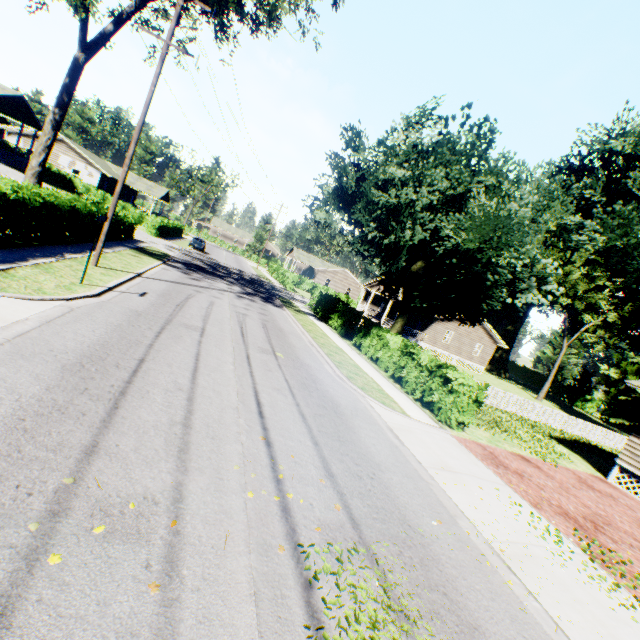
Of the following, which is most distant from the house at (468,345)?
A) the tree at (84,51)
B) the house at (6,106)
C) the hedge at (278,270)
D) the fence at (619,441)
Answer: the house at (6,106)

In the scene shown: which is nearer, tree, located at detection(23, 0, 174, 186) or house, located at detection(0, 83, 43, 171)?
tree, located at detection(23, 0, 174, 186)

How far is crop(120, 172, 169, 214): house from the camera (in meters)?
52.66

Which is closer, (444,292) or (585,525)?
(585,525)

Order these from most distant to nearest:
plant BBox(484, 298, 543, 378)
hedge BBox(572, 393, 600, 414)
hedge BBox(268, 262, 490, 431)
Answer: hedge BBox(572, 393, 600, 414) → plant BBox(484, 298, 543, 378) → hedge BBox(268, 262, 490, 431)

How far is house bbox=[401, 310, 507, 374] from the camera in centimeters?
3744cm

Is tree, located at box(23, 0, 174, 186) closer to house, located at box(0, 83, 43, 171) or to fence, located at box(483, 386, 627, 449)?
house, located at box(0, 83, 43, 171)

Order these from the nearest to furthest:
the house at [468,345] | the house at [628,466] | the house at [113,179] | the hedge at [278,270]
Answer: the hedge at [278,270], the house at [628,466], the house at [468,345], the house at [113,179]
